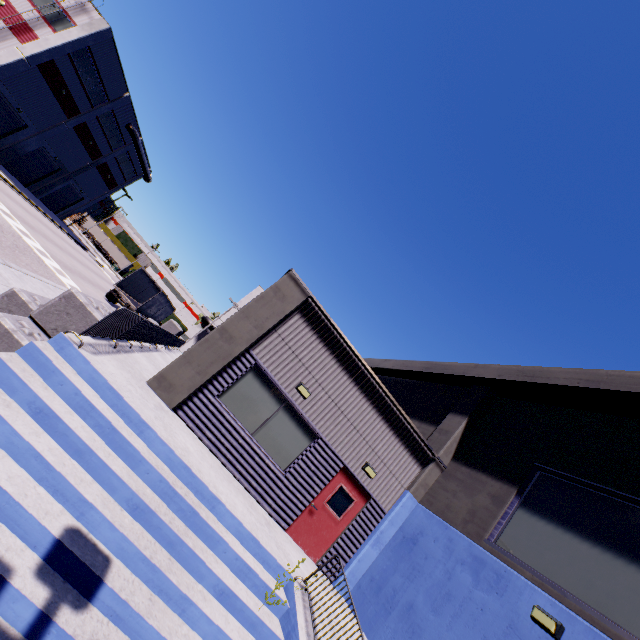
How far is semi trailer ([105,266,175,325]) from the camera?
27.83m

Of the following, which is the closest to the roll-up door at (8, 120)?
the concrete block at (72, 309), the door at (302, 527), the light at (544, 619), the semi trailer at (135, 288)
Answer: the semi trailer at (135, 288)

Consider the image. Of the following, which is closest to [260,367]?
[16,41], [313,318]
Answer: [313,318]

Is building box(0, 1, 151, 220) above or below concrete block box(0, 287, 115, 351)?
above

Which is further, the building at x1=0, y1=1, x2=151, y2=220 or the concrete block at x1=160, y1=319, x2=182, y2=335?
the building at x1=0, y1=1, x2=151, y2=220

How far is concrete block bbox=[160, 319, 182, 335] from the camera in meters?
20.0 m

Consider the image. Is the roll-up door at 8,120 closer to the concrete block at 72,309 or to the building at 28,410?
the building at 28,410

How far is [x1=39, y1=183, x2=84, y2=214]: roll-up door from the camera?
42.0 meters
